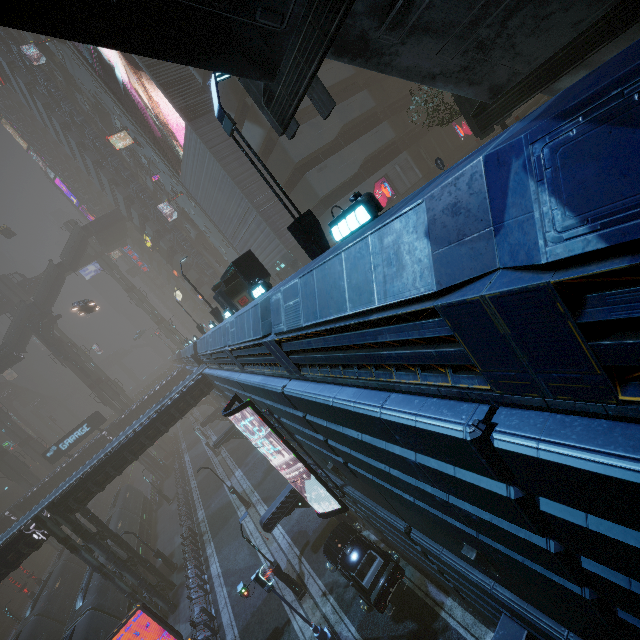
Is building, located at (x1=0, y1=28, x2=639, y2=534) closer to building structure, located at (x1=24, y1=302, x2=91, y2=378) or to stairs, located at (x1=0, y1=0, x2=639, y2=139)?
stairs, located at (x1=0, y1=0, x2=639, y2=139)

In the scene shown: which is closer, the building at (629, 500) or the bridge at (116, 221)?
the building at (629, 500)

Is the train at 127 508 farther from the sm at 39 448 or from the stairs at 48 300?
the stairs at 48 300

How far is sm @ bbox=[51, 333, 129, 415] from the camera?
53.75m

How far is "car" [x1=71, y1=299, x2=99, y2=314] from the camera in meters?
33.3

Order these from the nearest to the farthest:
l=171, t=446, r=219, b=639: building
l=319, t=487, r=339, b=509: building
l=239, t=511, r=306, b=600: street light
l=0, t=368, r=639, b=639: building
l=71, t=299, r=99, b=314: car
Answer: l=0, t=368, r=639, b=639: building, l=239, t=511, r=306, b=600: street light, l=319, t=487, r=339, b=509: building, l=171, t=446, r=219, b=639: building, l=71, t=299, r=99, b=314: car

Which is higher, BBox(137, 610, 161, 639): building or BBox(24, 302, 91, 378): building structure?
BBox(24, 302, 91, 378): building structure

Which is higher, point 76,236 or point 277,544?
point 76,236
